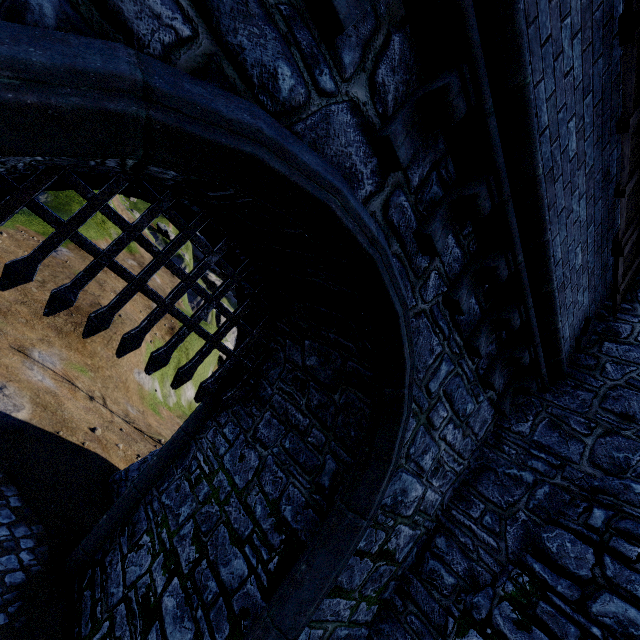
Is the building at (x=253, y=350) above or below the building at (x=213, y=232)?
below

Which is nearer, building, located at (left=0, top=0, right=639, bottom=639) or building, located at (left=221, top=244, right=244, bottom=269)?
building, located at (left=0, top=0, right=639, bottom=639)

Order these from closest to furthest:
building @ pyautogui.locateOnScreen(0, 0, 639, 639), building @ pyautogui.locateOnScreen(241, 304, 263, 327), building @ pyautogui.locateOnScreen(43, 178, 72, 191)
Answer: building @ pyautogui.locateOnScreen(0, 0, 639, 639)
building @ pyautogui.locateOnScreen(43, 178, 72, 191)
building @ pyautogui.locateOnScreen(241, 304, 263, 327)

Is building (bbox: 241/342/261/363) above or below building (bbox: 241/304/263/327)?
below

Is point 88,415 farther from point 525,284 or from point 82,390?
A: point 525,284

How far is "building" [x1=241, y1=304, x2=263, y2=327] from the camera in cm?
634
